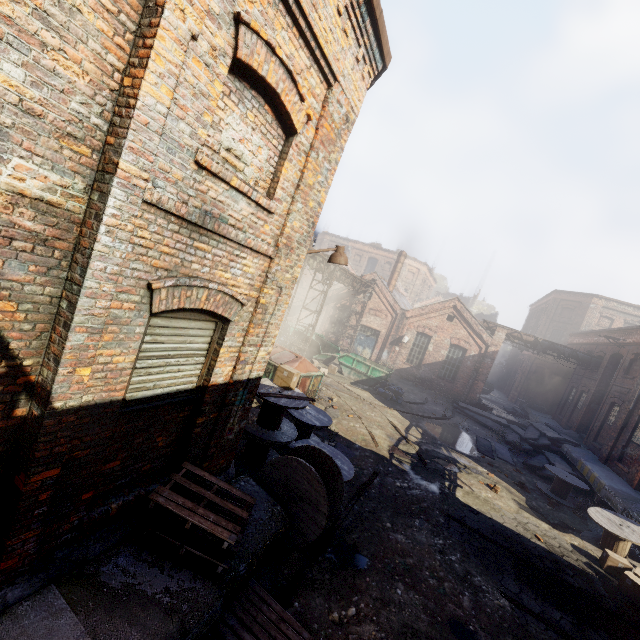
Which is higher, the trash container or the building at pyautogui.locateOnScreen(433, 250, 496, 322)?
the building at pyautogui.locateOnScreen(433, 250, 496, 322)

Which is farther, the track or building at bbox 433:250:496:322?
building at bbox 433:250:496:322

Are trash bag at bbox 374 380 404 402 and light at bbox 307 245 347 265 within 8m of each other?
no

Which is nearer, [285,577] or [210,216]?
[210,216]

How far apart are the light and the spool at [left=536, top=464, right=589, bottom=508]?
13.5m

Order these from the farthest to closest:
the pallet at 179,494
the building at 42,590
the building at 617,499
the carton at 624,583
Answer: the building at 617,499, the carton at 624,583, the pallet at 179,494, the building at 42,590

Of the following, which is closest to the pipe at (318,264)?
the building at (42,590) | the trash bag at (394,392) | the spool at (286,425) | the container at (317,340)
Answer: the building at (42,590)

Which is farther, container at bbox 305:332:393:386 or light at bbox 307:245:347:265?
container at bbox 305:332:393:386
